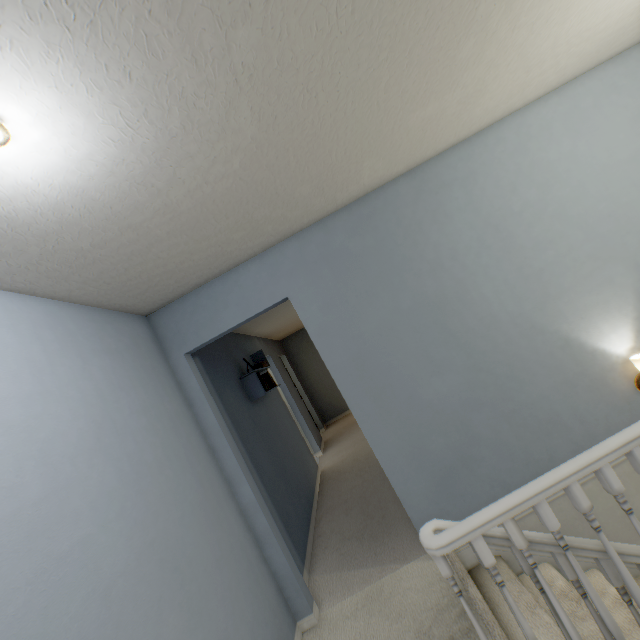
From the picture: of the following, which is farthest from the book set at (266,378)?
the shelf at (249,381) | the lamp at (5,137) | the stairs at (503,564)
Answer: the lamp at (5,137)

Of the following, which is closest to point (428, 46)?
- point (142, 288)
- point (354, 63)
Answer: point (354, 63)

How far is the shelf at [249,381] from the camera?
3.7m

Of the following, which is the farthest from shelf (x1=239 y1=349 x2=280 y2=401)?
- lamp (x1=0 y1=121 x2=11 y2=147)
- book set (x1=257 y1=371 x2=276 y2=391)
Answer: lamp (x1=0 y1=121 x2=11 y2=147)

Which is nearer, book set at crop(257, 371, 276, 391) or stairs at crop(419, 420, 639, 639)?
stairs at crop(419, 420, 639, 639)

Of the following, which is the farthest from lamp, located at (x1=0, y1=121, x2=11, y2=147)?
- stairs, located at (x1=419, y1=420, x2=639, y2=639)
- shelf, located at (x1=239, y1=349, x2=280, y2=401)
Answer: shelf, located at (x1=239, y1=349, x2=280, y2=401)

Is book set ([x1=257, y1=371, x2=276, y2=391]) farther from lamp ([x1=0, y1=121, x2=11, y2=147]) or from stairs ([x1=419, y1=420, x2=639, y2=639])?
lamp ([x1=0, y1=121, x2=11, y2=147])

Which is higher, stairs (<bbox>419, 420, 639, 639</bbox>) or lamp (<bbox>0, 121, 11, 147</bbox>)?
lamp (<bbox>0, 121, 11, 147</bbox>)
